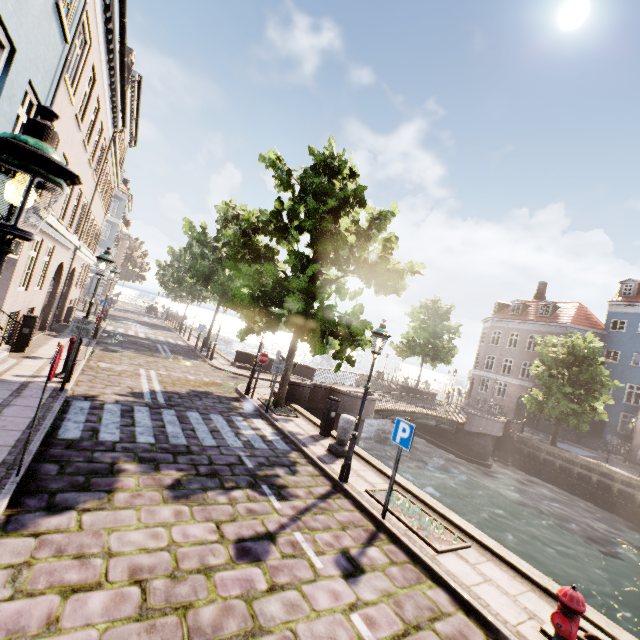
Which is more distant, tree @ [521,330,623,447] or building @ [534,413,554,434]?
building @ [534,413,554,434]

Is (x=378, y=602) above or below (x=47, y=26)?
below

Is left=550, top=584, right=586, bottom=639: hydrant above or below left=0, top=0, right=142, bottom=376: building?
below

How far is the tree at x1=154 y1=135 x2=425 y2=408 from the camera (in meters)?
10.26

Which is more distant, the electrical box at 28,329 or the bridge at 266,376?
the bridge at 266,376

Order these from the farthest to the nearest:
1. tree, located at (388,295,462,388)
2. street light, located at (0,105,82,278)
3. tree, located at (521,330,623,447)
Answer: tree, located at (388,295,462,388), tree, located at (521,330,623,447), street light, located at (0,105,82,278)

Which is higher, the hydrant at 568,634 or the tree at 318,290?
the tree at 318,290

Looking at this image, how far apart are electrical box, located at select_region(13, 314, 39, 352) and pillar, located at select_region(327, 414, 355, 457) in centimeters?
1058cm
